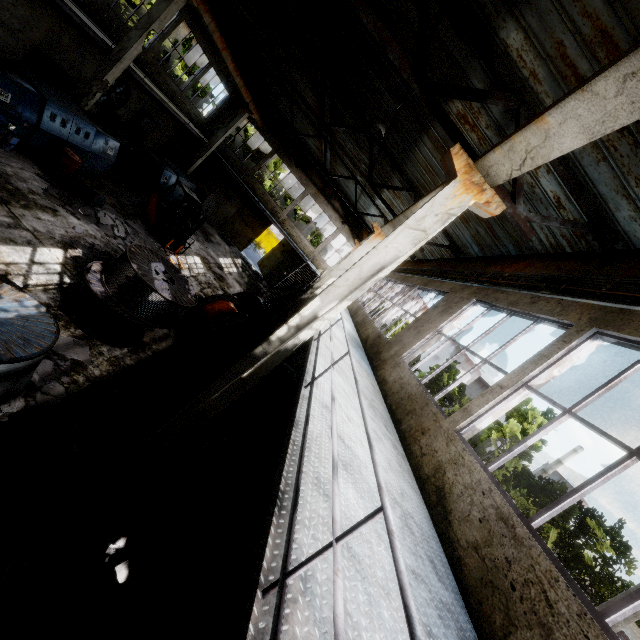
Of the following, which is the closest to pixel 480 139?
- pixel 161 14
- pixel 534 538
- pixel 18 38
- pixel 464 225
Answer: pixel 464 225

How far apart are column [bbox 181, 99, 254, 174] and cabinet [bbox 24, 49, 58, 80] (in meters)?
9.11

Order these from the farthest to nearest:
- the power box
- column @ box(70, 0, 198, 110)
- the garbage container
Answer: the garbage container → the power box → column @ box(70, 0, 198, 110)

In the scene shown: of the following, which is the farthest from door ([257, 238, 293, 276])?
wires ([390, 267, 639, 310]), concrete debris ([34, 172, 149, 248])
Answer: concrete debris ([34, 172, 149, 248])

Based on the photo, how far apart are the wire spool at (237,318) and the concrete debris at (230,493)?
2.30m

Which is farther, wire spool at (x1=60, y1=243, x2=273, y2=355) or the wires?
wire spool at (x1=60, y1=243, x2=273, y2=355)

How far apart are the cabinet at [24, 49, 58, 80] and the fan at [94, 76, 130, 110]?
2.5 meters

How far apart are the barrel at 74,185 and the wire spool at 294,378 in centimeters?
→ 756cm
